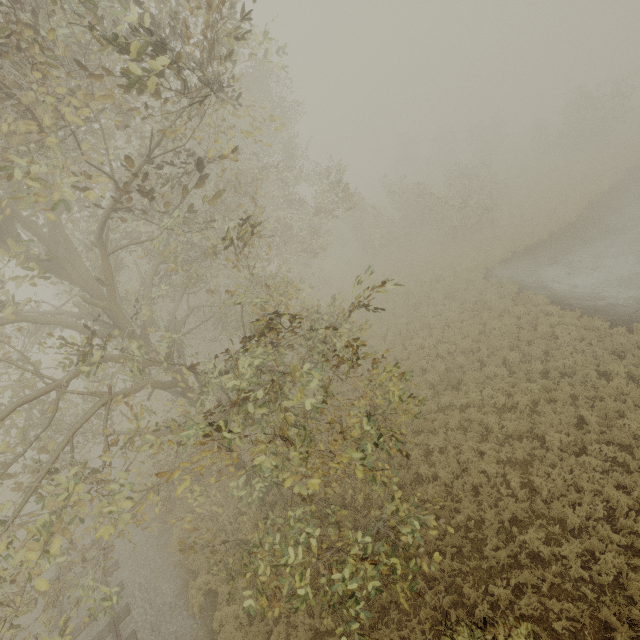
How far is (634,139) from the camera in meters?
29.1
